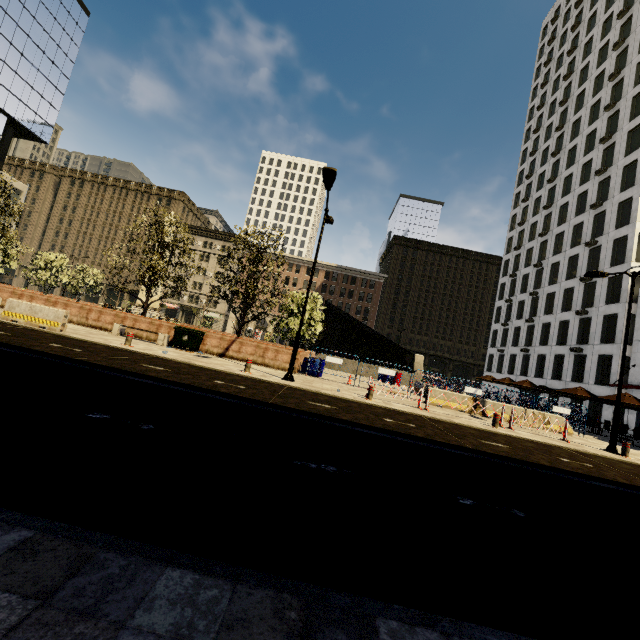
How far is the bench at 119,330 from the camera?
16.33m

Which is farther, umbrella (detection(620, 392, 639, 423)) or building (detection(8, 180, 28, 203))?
building (detection(8, 180, 28, 203))

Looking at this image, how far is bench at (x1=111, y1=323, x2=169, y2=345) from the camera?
16.3 meters

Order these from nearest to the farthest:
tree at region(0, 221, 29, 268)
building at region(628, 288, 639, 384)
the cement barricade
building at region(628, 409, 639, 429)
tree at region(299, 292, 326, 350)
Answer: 1. the cement barricade
2. tree at region(0, 221, 29, 268)
3. tree at region(299, 292, 326, 350)
4. building at region(628, 409, 639, 429)
5. building at region(628, 288, 639, 384)

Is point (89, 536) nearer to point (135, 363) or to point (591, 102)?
point (135, 363)

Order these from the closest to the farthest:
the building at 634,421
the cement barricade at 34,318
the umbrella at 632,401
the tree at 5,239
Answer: the cement barricade at 34,318 < the umbrella at 632,401 < the tree at 5,239 < the building at 634,421

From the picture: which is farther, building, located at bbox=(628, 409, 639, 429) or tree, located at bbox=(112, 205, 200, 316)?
building, located at bbox=(628, 409, 639, 429)

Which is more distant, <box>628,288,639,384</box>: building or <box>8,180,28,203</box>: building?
<box>8,180,28,203</box>: building
